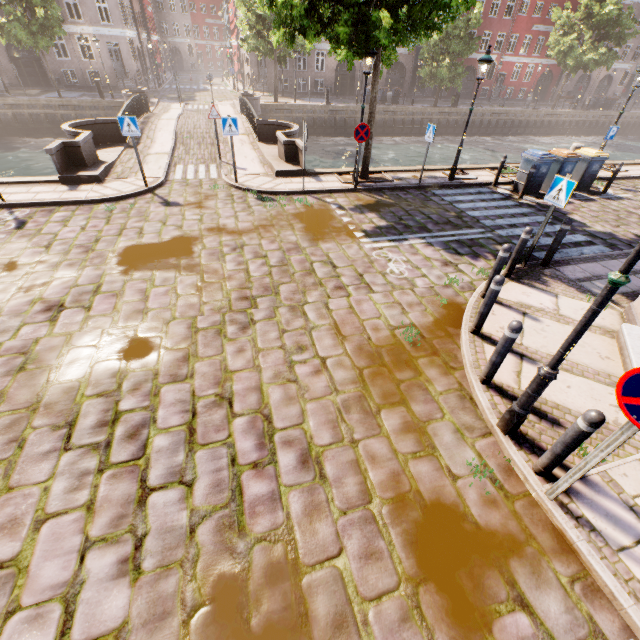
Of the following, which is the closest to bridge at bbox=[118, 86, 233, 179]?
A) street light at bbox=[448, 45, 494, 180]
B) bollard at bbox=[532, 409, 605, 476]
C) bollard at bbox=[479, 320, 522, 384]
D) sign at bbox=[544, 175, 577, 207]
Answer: street light at bbox=[448, 45, 494, 180]

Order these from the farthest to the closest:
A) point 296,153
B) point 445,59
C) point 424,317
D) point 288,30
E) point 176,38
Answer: point 176,38
point 445,59
point 296,153
point 288,30
point 424,317

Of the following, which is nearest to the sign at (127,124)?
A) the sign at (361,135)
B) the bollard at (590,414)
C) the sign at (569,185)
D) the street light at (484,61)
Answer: the sign at (361,135)

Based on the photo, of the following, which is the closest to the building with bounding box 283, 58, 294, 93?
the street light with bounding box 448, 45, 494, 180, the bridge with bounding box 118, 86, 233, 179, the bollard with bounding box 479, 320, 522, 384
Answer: the street light with bounding box 448, 45, 494, 180

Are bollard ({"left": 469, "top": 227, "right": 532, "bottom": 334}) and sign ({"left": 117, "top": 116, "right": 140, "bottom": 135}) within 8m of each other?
no

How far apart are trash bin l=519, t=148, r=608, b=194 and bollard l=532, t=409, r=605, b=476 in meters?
12.3 m

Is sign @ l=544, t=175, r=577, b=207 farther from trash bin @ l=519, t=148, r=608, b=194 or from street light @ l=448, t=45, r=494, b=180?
street light @ l=448, t=45, r=494, b=180

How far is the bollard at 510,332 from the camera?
4.0m
